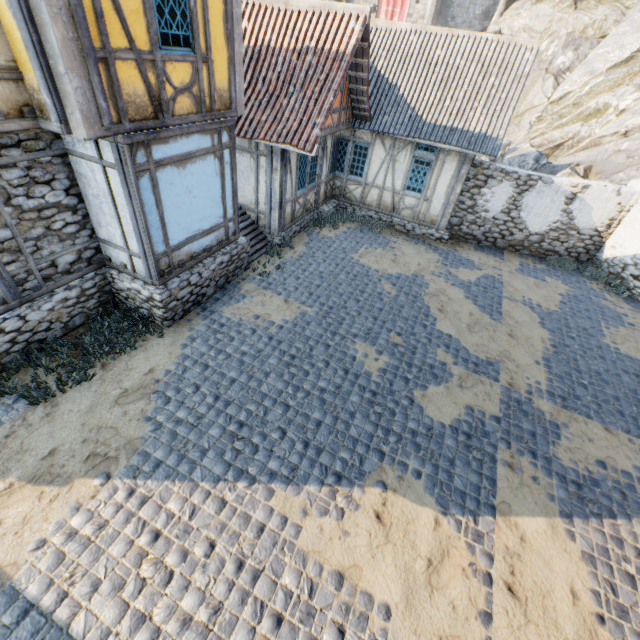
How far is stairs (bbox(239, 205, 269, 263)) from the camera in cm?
1045

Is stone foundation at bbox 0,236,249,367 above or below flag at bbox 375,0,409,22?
below

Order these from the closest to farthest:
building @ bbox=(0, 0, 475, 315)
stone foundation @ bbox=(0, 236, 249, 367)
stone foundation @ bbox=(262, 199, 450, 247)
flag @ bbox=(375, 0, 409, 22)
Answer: building @ bbox=(0, 0, 475, 315) → stone foundation @ bbox=(0, 236, 249, 367) → stone foundation @ bbox=(262, 199, 450, 247) → flag @ bbox=(375, 0, 409, 22)

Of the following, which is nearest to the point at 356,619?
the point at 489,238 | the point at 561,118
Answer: the point at 489,238

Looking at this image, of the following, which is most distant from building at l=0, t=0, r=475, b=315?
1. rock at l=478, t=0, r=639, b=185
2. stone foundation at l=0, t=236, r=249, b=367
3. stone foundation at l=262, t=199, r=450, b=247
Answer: rock at l=478, t=0, r=639, b=185

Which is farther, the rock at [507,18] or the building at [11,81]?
the rock at [507,18]

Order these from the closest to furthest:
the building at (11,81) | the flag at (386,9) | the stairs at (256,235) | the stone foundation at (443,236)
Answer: the building at (11,81) < the stairs at (256,235) < the stone foundation at (443,236) < the flag at (386,9)

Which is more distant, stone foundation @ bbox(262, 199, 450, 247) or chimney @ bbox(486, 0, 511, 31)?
chimney @ bbox(486, 0, 511, 31)
